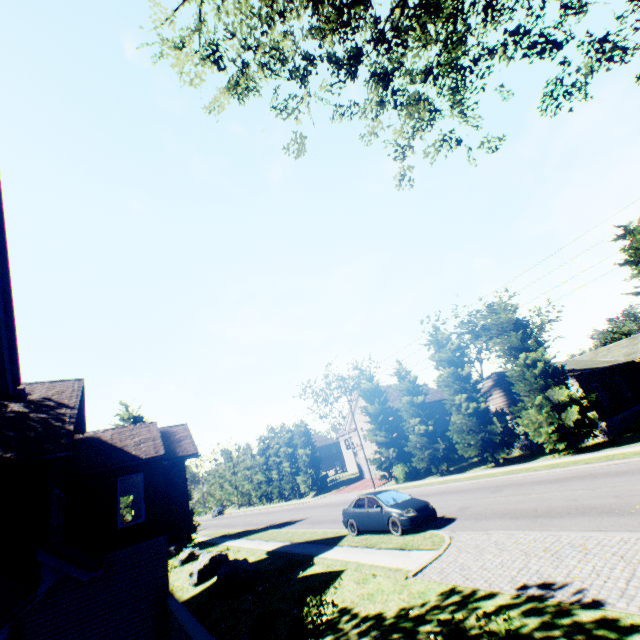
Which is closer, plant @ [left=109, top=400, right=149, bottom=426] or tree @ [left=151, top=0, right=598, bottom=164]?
tree @ [left=151, top=0, right=598, bottom=164]

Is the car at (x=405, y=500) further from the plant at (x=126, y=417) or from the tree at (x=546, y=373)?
the plant at (x=126, y=417)

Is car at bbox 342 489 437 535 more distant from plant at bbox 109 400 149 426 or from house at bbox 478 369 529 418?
plant at bbox 109 400 149 426

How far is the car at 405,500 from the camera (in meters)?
12.83

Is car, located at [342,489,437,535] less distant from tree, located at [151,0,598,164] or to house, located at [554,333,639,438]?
tree, located at [151,0,598,164]

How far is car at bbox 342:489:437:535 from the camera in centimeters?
1283cm

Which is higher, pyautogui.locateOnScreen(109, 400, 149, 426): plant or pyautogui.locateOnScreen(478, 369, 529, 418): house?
pyautogui.locateOnScreen(109, 400, 149, 426): plant

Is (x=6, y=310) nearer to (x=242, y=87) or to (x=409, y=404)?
(x=242, y=87)
